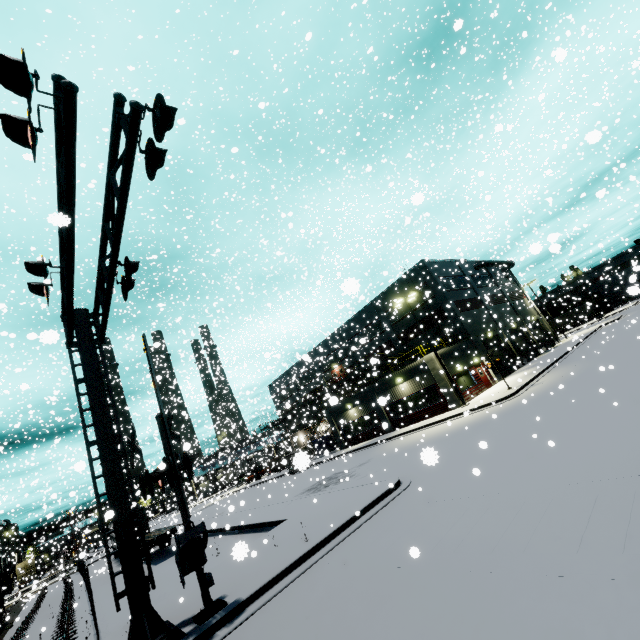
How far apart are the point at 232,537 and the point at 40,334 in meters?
20.1

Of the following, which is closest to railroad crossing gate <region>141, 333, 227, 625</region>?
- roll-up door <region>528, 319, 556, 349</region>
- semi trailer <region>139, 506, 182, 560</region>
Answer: semi trailer <region>139, 506, 182, 560</region>

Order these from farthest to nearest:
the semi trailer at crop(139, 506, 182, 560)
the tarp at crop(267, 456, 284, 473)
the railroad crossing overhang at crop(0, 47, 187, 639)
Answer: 1. the tarp at crop(267, 456, 284, 473)
2. the semi trailer at crop(139, 506, 182, 560)
3. the railroad crossing overhang at crop(0, 47, 187, 639)

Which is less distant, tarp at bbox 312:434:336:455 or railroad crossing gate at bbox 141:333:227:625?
railroad crossing gate at bbox 141:333:227:625

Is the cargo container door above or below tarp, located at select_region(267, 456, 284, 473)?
above

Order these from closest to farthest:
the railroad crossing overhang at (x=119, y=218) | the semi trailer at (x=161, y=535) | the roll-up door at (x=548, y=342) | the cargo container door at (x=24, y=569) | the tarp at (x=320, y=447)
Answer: the railroad crossing overhang at (x=119, y=218) → the semi trailer at (x=161, y=535) → the tarp at (x=320, y=447) → the cargo container door at (x=24, y=569) → the roll-up door at (x=548, y=342)

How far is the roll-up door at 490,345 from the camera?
34.10m

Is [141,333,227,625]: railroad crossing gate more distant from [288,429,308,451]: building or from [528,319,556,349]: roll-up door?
[528,319,556,349]: roll-up door
